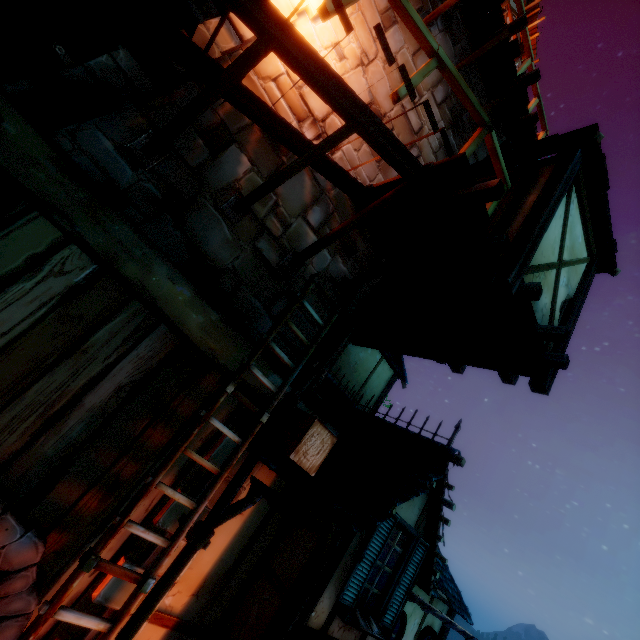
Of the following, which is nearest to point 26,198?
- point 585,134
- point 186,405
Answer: point 186,405

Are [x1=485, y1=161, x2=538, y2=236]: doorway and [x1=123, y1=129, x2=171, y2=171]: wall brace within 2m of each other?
no

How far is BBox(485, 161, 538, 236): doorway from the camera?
4.68m

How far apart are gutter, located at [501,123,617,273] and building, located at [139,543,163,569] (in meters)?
7.43

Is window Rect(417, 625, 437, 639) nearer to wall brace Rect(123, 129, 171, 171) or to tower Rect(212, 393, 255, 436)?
tower Rect(212, 393, 255, 436)

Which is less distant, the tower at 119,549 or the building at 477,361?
the tower at 119,549

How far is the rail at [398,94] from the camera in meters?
3.0

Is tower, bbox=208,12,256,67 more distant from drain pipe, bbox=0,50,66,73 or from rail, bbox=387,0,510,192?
rail, bbox=387,0,510,192
